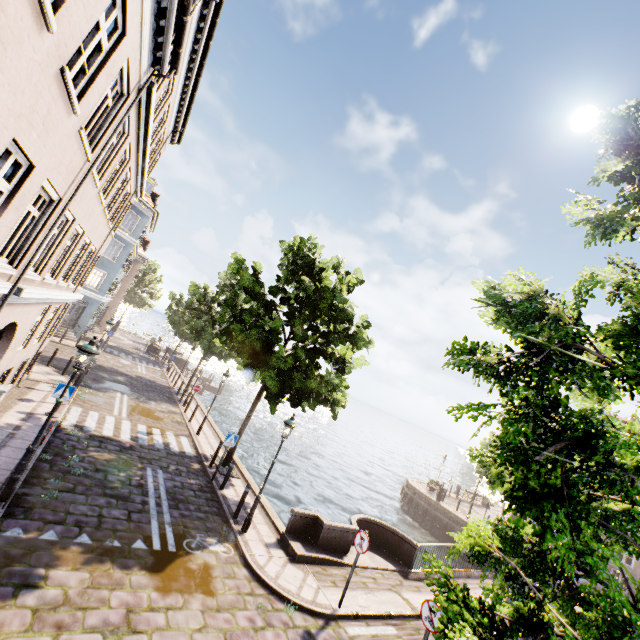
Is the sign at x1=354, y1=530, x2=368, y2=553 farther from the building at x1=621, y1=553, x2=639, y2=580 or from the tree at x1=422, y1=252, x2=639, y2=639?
the building at x1=621, y1=553, x2=639, y2=580

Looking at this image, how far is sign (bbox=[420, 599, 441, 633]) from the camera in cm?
663

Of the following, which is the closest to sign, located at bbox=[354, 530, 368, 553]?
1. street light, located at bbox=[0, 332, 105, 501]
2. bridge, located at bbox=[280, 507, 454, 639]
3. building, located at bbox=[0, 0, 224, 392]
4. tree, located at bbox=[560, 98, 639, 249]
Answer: bridge, located at bbox=[280, 507, 454, 639]

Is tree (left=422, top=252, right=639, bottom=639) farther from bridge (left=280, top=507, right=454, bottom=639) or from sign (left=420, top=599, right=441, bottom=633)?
sign (left=420, top=599, right=441, bottom=633)

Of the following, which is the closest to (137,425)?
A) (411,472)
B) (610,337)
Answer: (610,337)

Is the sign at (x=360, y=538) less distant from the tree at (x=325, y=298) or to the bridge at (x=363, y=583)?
the bridge at (x=363, y=583)

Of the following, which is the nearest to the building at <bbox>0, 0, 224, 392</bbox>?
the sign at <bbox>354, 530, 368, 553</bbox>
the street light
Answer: the sign at <bbox>354, 530, 368, 553</bbox>

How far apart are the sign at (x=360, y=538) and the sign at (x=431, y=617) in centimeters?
190cm
